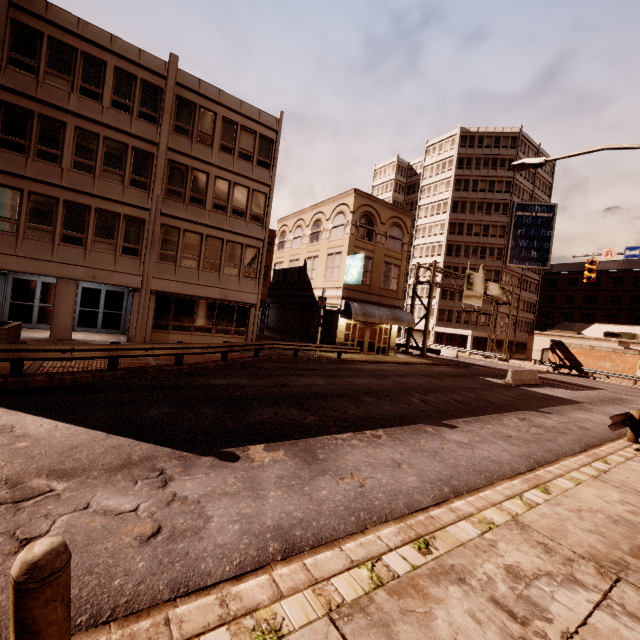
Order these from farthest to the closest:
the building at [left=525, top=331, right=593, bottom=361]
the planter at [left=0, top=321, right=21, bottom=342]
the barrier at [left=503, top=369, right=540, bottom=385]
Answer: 1. the building at [left=525, top=331, right=593, bottom=361]
2. the barrier at [left=503, top=369, right=540, bottom=385]
3. the planter at [left=0, top=321, right=21, bottom=342]

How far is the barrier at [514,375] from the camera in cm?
2123

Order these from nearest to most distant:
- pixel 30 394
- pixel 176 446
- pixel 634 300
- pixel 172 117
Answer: pixel 176 446, pixel 30 394, pixel 172 117, pixel 634 300

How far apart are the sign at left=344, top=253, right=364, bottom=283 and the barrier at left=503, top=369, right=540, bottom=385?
11.73m

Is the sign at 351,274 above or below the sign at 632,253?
below

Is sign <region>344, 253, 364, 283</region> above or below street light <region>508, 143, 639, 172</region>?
below

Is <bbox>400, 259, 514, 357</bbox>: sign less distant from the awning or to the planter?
the awning

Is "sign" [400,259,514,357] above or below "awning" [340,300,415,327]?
above
